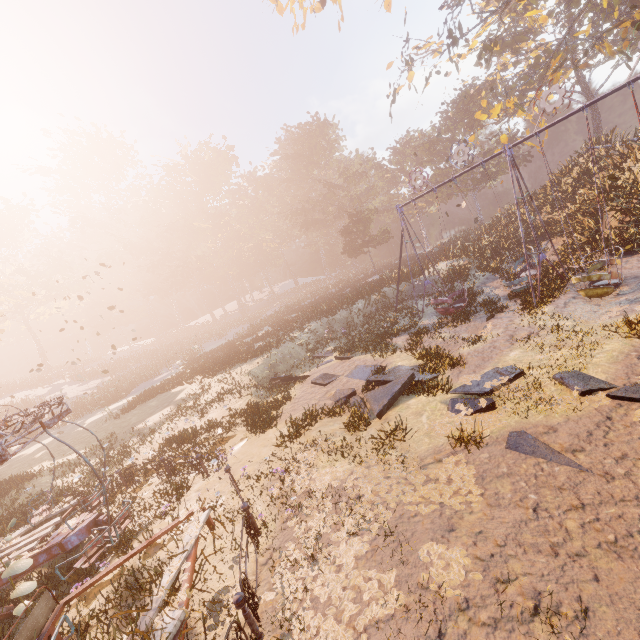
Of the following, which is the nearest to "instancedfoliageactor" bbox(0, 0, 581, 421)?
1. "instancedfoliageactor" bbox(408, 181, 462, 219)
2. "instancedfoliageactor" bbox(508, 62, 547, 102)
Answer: "instancedfoliageactor" bbox(408, 181, 462, 219)

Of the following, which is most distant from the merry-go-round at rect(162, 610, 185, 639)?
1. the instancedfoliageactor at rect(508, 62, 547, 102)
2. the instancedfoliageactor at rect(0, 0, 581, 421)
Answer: the instancedfoliageactor at rect(508, 62, 547, 102)

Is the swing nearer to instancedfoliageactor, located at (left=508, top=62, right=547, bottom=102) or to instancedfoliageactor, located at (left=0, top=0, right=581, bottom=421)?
instancedfoliageactor, located at (left=0, top=0, right=581, bottom=421)

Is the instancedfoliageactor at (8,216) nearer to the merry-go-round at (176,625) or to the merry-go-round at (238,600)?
the merry-go-round at (176,625)

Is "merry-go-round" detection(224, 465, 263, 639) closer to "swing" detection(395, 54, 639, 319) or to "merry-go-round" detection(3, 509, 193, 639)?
"merry-go-round" detection(3, 509, 193, 639)

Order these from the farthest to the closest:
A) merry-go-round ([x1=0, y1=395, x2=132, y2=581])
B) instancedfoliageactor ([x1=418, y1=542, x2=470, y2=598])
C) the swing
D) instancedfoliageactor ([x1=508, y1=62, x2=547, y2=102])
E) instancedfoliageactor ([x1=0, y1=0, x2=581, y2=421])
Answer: instancedfoliageactor ([x1=508, y1=62, x2=547, y2=102]) < instancedfoliageactor ([x1=0, y1=0, x2=581, y2=421]) < the swing < merry-go-round ([x1=0, y1=395, x2=132, y2=581]) < instancedfoliageactor ([x1=418, y1=542, x2=470, y2=598])

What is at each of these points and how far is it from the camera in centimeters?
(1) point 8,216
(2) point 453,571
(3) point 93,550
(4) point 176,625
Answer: (1) instancedfoliageactor, 4606cm
(2) instancedfoliageactor, 421cm
(3) merry-go-round, 583cm
(4) merry-go-round, 431cm

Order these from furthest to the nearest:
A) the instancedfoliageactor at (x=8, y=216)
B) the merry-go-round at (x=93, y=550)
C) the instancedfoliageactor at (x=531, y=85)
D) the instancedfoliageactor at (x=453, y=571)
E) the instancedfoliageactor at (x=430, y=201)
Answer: the instancedfoliageactor at (x=430, y=201)
the instancedfoliageactor at (x=531, y=85)
the instancedfoliageactor at (x=8, y=216)
the merry-go-round at (x=93, y=550)
the instancedfoliageactor at (x=453, y=571)
